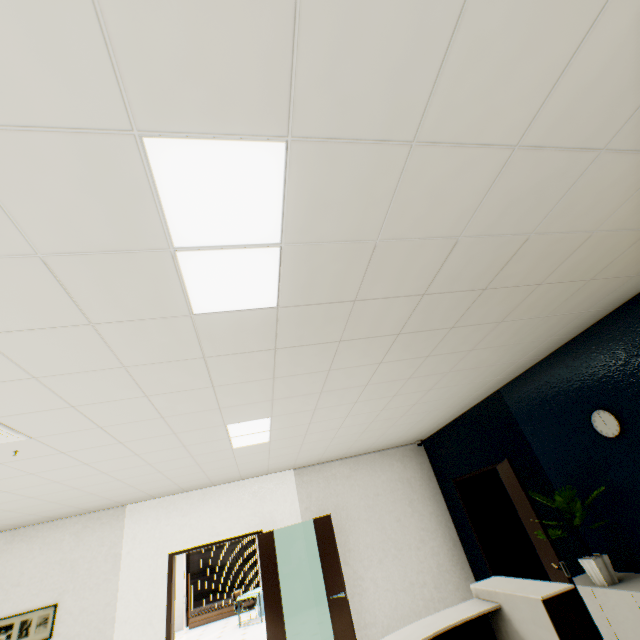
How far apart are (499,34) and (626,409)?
3.8 meters

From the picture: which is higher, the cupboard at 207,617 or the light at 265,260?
the light at 265,260

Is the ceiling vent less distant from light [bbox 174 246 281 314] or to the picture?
light [bbox 174 246 281 314]

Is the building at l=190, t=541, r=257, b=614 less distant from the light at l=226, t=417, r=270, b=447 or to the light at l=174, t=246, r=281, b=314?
the light at l=226, t=417, r=270, b=447

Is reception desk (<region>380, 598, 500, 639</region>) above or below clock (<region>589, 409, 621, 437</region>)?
below

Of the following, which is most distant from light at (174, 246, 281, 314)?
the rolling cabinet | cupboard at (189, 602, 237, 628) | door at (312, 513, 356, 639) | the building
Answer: the building

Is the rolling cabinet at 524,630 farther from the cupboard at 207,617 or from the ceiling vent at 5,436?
the cupboard at 207,617

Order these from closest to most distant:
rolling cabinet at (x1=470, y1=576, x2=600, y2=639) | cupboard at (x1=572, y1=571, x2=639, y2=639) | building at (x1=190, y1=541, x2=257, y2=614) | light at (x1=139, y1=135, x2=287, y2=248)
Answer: light at (x1=139, y1=135, x2=287, y2=248) → rolling cabinet at (x1=470, y1=576, x2=600, y2=639) → cupboard at (x1=572, y1=571, x2=639, y2=639) → building at (x1=190, y1=541, x2=257, y2=614)
